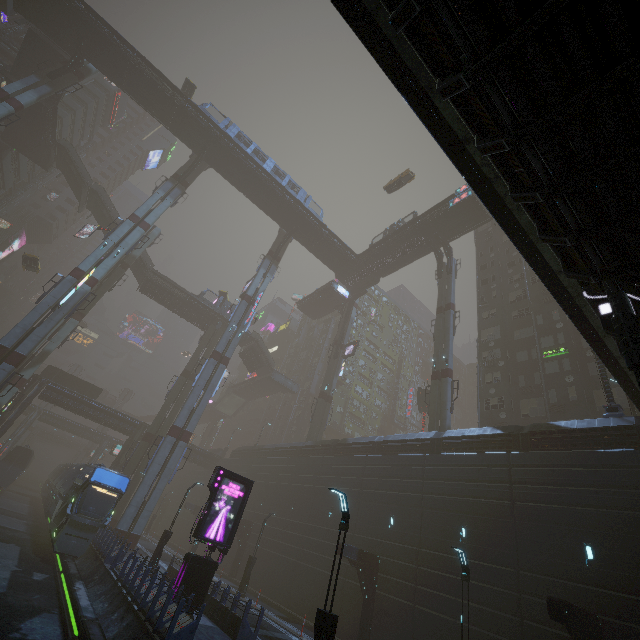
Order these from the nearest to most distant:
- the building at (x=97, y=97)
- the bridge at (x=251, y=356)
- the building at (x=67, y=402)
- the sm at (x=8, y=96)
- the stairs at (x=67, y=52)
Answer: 1. the sm at (x=8, y=96)
2. the stairs at (x=67, y=52)
3. the building at (x=67, y=402)
4. the building at (x=97, y=97)
5. the bridge at (x=251, y=356)

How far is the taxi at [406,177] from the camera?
43.1m

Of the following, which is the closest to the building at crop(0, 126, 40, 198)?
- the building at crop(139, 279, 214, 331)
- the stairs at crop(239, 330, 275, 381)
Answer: the stairs at crop(239, 330, 275, 381)

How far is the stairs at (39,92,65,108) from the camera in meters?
39.4

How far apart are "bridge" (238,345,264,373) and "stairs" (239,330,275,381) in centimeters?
0cm

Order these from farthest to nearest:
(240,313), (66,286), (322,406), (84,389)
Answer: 1. (84,389)
2. (322,406)
3. (240,313)
4. (66,286)

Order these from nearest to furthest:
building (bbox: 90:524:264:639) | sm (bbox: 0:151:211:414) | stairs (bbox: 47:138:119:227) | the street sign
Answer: building (bbox: 90:524:264:639), the street sign, sm (bbox: 0:151:211:414), stairs (bbox: 47:138:119:227)

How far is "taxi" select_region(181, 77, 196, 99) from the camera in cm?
4309
